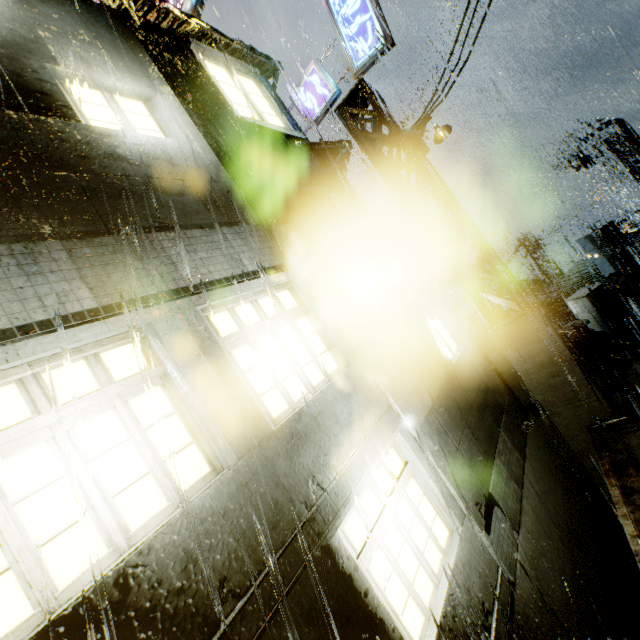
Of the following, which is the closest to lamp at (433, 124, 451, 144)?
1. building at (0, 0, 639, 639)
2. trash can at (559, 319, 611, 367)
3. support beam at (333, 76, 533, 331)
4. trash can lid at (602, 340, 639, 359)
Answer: support beam at (333, 76, 533, 331)

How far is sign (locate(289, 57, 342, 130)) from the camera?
9.3m

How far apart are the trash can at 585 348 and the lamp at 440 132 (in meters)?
6.64

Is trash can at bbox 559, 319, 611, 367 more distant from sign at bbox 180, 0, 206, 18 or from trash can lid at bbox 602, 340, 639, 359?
sign at bbox 180, 0, 206, 18

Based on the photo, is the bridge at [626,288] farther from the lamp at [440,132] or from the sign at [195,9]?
the sign at [195,9]

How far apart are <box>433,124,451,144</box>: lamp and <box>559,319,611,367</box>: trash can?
6.6m

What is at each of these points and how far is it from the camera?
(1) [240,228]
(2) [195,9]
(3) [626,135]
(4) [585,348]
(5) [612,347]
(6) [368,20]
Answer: (1) building, 5.2 meters
(2) sign, 10.9 meters
(3) street light, 18.0 meters
(4) trash can, 9.4 meters
(5) trash can lid, 9.2 meters
(6) sign, 8.2 meters

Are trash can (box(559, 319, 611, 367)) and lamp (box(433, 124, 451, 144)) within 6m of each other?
no
